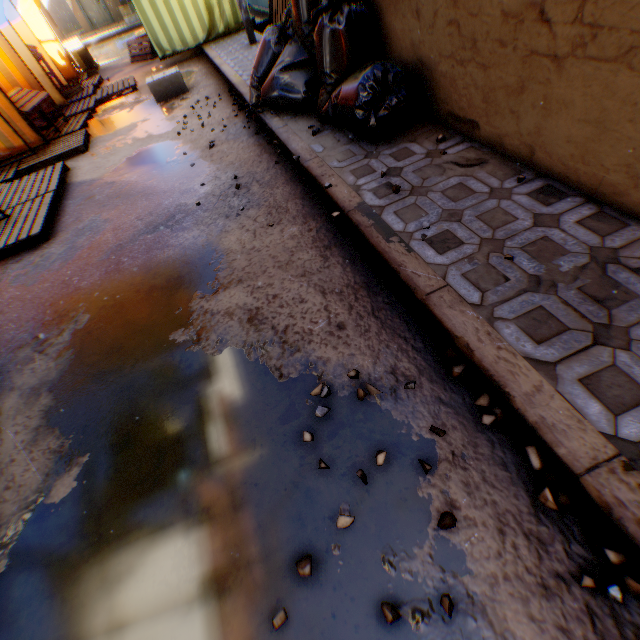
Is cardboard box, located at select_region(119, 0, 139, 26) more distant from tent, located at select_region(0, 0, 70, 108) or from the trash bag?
the trash bag

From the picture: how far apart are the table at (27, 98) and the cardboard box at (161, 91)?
1.94m

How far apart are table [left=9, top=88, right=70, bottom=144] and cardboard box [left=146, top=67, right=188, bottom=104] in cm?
194

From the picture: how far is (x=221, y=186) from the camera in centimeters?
391cm

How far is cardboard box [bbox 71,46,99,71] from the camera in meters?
11.1 m

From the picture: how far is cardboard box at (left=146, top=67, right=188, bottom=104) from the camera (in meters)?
6.66

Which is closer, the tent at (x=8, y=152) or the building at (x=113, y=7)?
the tent at (x=8, y=152)

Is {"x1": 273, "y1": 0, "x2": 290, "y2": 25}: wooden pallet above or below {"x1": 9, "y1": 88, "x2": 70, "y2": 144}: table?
above
